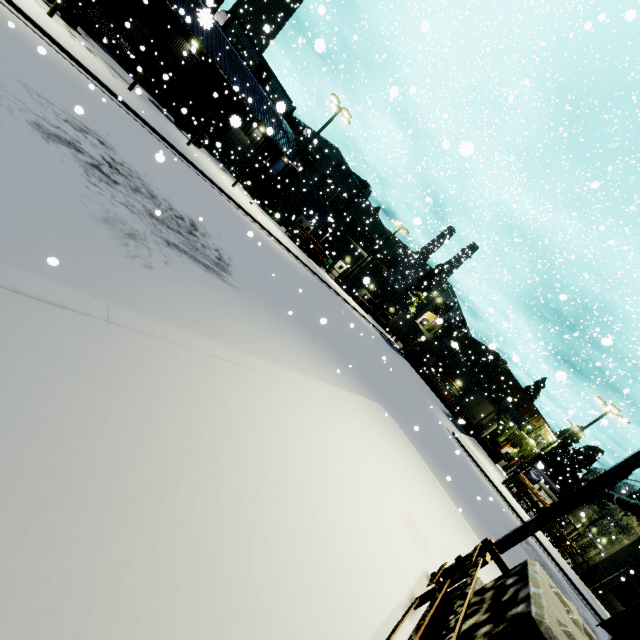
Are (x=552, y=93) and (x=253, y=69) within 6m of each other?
no

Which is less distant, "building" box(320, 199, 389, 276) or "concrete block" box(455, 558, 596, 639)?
"concrete block" box(455, 558, 596, 639)

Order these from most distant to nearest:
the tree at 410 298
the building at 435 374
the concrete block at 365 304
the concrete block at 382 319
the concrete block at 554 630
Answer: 1. the tree at 410 298
2. the concrete block at 382 319
3. the building at 435 374
4. the concrete block at 365 304
5. the concrete block at 554 630

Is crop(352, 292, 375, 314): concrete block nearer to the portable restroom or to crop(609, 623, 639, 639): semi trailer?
crop(609, 623, 639, 639): semi trailer

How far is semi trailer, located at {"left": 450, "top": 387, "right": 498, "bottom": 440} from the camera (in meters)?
31.12

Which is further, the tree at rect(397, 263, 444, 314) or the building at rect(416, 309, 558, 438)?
the tree at rect(397, 263, 444, 314)

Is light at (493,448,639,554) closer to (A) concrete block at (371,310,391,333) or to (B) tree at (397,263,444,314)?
(B) tree at (397,263,444,314)

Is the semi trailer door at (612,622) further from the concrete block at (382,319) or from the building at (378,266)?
the concrete block at (382,319)
